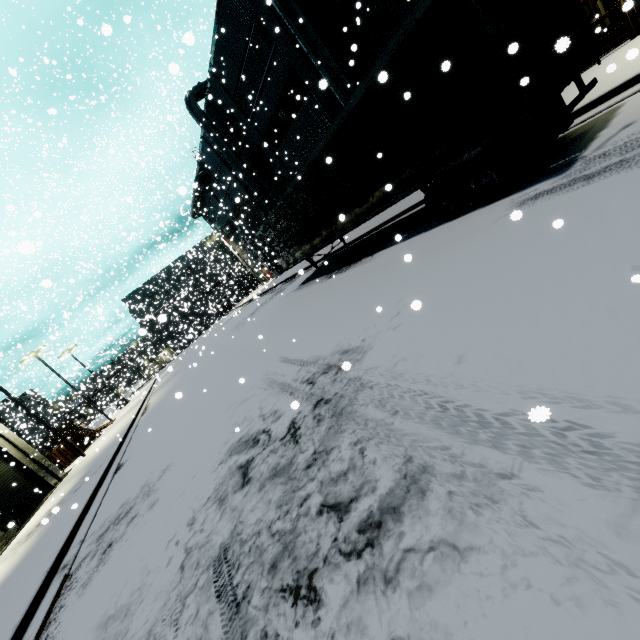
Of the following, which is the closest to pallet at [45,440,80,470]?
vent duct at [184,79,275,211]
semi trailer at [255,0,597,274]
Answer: semi trailer at [255,0,597,274]

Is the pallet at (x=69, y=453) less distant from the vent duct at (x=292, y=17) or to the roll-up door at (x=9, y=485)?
the roll-up door at (x=9, y=485)

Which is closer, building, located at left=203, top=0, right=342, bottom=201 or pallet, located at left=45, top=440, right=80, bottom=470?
building, located at left=203, top=0, right=342, bottom=201

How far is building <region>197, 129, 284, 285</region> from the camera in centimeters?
3078cm

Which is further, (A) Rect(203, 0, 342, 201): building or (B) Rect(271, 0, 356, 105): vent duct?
(A) Rect(203, 0, 342, 201): building

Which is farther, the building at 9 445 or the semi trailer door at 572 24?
the building at 9 445

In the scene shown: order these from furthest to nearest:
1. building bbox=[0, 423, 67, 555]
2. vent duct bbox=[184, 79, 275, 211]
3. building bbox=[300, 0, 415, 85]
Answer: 1. vent duct bbox=[184, 79, 275, 211]
2. building bbox=[0, 423, 67, 555]
3. building bbox=[300, 0, 415, 85]

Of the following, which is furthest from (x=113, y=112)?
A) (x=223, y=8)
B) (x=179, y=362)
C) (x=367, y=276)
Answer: (x=367, y=276)
